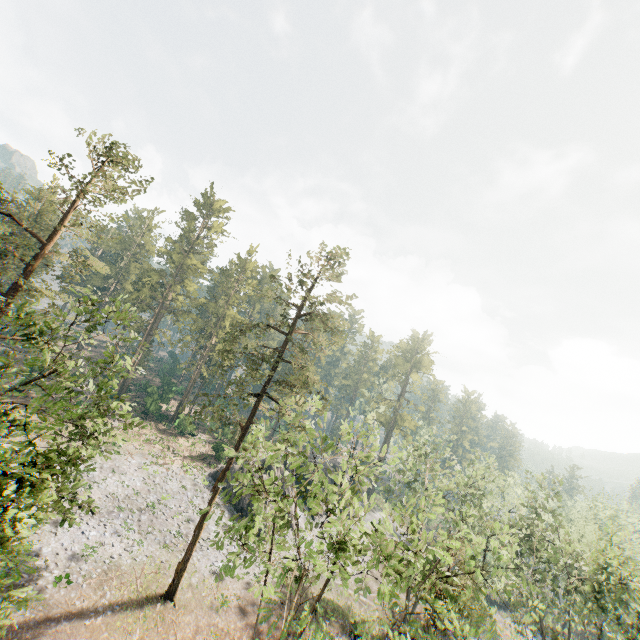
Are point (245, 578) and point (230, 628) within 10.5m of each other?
yes
